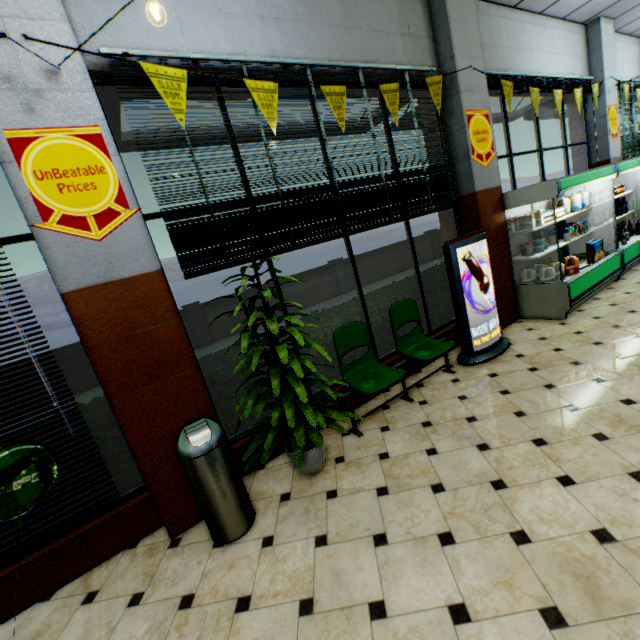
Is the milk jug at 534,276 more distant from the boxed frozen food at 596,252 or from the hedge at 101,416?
the hedge at 101,416

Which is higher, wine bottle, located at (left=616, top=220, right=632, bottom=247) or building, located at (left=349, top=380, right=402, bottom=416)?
wine bottle, located at (left=616, top=220, right=632, bottom=247)

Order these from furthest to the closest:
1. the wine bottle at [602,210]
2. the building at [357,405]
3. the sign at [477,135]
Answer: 1. the wine bottle at [602,210]
2. the sign at [477,135]
3. the building at [357,405]

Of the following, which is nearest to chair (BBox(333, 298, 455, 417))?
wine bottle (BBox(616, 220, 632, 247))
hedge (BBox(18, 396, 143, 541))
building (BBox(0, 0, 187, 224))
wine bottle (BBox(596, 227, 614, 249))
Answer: building (BBox(0, 0, 187, 224))

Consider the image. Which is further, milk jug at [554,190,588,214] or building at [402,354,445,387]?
milk jug at [554,190,588,214]

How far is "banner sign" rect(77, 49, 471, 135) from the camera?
2.56m

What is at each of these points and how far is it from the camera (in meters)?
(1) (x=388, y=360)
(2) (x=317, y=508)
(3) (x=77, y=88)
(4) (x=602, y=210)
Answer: (1) building, 4.39
(2) building, 2.68
(3) building, 2.31
(4) wine bottle, 6.64

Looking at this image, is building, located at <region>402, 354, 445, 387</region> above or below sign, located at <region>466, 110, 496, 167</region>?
below
